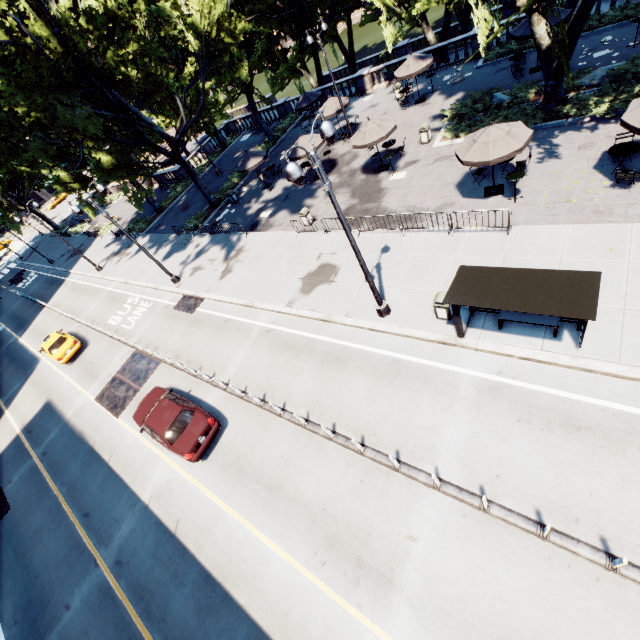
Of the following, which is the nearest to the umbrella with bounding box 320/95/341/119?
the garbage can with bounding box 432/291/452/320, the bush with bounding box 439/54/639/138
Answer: the bush with bounding box 439/54/639/138

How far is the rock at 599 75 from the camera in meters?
16.2 m

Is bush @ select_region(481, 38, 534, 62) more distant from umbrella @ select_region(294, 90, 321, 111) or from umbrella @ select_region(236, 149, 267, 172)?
umbrella @ select_region(236, 149, 267, 172)

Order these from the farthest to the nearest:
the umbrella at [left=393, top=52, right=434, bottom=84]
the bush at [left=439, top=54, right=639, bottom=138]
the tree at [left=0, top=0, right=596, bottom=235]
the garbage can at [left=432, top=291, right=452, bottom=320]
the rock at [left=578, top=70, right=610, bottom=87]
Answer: the umbrella at [left=393, top=52, right=434, bottom=84], the rock at [left=578, top=70, right=610, bottom=87], the tree at [left=0, top=0, right=596, bottom=235], the bush at [left=439, top=54, right=639, bottom=138], the garbage can at [left=432, top=291, right=452, bottom=320]

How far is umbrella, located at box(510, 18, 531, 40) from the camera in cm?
1801

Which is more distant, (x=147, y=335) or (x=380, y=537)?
(x=147, y=335)

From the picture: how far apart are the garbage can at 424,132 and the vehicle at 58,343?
26.59m

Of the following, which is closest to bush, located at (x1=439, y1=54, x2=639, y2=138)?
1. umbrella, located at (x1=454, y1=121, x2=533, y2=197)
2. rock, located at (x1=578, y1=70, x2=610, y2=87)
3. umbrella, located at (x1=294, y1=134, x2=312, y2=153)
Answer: rock, located at (x1=578, y1=70, x2=610, y2=87)
